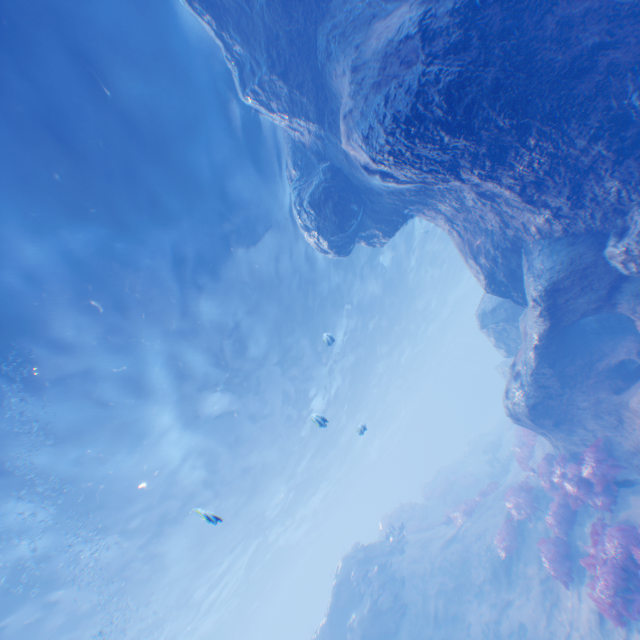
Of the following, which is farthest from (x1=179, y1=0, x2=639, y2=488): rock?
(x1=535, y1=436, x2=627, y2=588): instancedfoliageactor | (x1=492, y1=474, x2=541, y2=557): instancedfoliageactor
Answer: (x1=492, y1=474, x2=541, y2=557): instancedfoliageactor

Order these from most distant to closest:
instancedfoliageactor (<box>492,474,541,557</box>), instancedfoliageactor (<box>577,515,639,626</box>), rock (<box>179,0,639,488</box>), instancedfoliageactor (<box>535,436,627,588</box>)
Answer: instancedfoliageactor (<box>492,474,541,557</box>)
instancedfoliageactor (<box>535,436,627,588</box>)
instancedfoliageactor (<box>577,515,639,626</box>)
rock (<box>179,0,639,488</box>)

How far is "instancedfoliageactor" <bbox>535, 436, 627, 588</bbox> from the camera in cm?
869

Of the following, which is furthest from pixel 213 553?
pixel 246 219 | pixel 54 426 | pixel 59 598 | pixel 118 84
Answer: pixel 118 84

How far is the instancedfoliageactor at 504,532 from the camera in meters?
12.4

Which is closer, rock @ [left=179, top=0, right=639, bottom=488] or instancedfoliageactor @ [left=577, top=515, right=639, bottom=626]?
rock @ [left=179, top=0, right=639, bottom=488]

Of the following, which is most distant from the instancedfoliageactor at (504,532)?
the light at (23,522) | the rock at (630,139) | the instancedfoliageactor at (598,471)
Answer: the light at (23,522)
